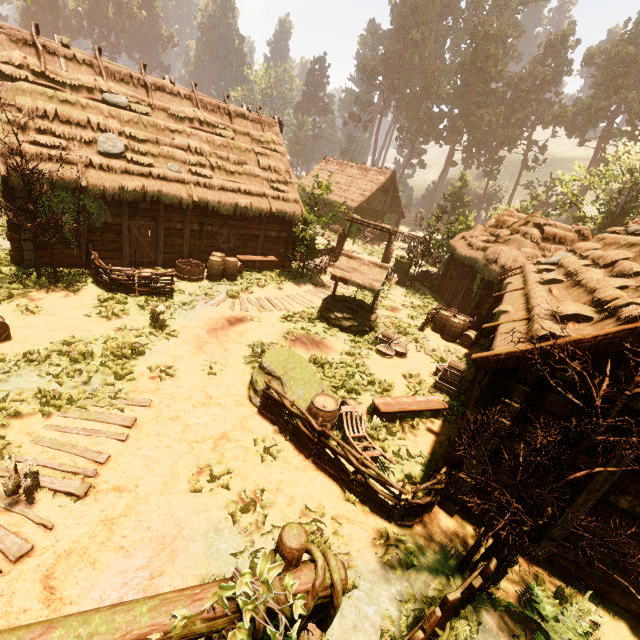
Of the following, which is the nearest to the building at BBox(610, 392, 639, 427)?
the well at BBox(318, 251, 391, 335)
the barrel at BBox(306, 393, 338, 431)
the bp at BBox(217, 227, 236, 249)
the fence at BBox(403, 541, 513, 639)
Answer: the bp at BBox(217, 227, 236, 249)

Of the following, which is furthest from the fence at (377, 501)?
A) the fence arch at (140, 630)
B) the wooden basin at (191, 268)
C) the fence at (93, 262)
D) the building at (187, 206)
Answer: the wooden basin at (191, 268)

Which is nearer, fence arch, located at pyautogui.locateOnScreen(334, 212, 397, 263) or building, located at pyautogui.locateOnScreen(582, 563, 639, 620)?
building, located at pyautogui.locateOnScreen(582, 563, 639, 620)

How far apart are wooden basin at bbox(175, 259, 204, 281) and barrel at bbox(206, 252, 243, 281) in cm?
8

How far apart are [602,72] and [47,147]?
70.2m

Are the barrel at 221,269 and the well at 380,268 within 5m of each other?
yes

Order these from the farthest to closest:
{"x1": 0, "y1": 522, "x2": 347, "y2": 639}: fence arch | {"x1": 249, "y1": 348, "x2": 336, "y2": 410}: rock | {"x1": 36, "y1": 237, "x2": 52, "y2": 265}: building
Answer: {"x1": 36, "y1": 237, "x2": 52, "y2": 265}: building < {"x1": 249, "y1": 348, "x2": 336, "y2": 410}: rock < {"x1": 0, "y1": 522, "x2": 347, "y2": 639}: fence arch

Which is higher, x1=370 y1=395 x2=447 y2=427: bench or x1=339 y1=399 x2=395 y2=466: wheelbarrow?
x1=339 y1=399 x2=395 y2=466: wheelbarrow
